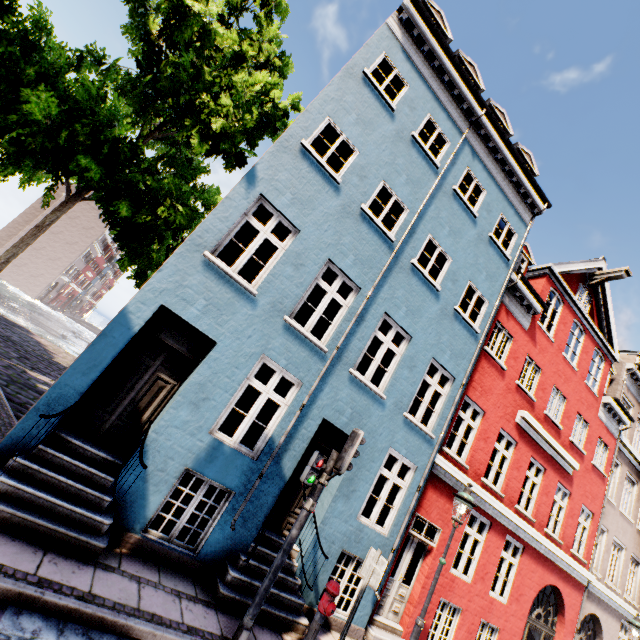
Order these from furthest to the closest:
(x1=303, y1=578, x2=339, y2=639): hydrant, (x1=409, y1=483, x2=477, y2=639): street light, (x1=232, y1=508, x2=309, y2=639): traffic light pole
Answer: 1. (x1=409, y1=483, x2=477, y2=639): street light
2. (x1=303, y1=578, x2=339, y2=639): hydrant
3. (x1=232, y1=508, x2=309, y2=639): traffic light pole

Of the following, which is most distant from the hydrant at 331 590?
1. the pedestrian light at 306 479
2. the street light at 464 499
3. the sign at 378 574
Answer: the street light at 464 499

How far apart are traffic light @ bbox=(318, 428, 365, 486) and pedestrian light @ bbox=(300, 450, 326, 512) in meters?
0.1

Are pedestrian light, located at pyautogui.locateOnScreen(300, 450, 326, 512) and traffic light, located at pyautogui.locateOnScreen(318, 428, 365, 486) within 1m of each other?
yes

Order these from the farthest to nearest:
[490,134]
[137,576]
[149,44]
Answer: [490,134]
[149,44]
[137,576]

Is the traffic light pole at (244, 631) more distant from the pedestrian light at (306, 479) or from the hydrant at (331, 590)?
the hydrant at (331, 590)

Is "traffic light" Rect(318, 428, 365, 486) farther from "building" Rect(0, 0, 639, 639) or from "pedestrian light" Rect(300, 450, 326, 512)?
"building" Rect(0, 0, 639, 639)

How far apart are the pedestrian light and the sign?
1.6m
